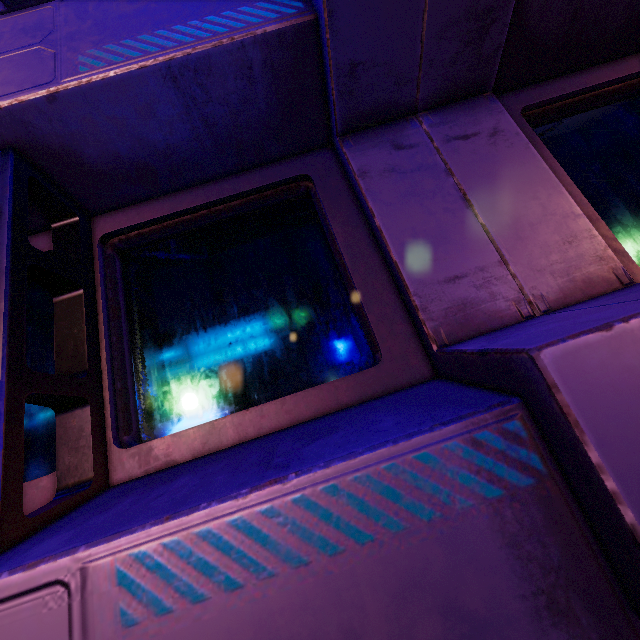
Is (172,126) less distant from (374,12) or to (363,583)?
(374,12)
